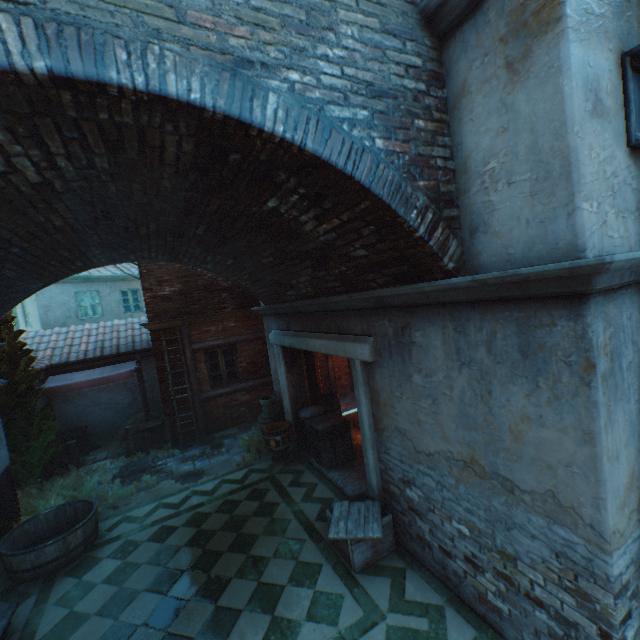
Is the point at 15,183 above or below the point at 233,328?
above

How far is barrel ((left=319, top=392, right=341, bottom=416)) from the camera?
9.12m

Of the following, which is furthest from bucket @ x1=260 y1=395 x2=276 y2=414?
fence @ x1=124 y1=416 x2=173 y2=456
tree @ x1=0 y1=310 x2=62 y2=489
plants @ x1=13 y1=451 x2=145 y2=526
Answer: tree @ x1=0 y1=310 x2=62 y2=489

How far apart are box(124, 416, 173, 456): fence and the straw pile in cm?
66

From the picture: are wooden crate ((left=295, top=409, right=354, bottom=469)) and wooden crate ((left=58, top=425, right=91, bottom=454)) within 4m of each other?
no

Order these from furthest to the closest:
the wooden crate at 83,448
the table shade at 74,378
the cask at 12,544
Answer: the wooden crate at 83,448 → the table shade at 74,378 → the cask at 12,544

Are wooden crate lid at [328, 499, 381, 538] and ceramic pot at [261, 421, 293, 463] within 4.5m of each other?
yes

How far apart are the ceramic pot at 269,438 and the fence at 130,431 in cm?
363
